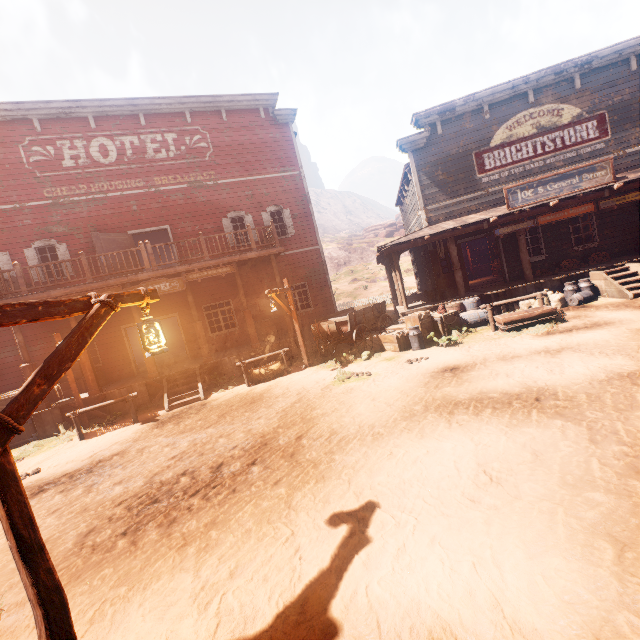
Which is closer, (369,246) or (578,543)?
(578,543)

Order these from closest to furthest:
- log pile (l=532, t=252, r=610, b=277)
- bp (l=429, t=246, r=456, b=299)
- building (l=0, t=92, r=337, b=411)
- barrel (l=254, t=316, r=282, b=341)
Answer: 1. building (l=0, t=92, r=337, b=411)
2. log pile (l=532, t=252, r=610, b=277)
3. bp (l=429, t=246, r=456, b=299)
4. barrel (l=254, t=316, r=282, b=341)

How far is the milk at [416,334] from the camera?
10.38m

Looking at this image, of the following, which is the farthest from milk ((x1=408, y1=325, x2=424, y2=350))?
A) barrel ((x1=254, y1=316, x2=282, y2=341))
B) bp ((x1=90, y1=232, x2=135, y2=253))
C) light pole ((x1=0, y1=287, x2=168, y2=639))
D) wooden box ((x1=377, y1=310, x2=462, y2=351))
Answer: bp ((x1=90, y1=232, x2=135, y2=253))

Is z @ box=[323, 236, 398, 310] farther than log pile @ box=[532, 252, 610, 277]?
Yes

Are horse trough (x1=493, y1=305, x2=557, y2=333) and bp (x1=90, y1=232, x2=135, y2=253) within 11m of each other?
no

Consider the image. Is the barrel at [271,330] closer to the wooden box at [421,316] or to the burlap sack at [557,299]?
the wooden box at [421,316]

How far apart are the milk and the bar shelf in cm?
1952
